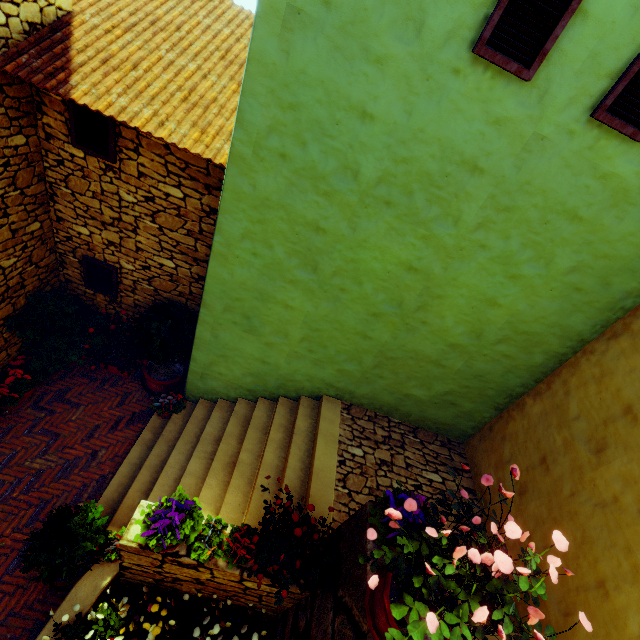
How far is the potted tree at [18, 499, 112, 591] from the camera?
3.4 meters

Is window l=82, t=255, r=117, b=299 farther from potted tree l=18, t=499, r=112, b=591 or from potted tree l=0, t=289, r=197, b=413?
potted tree l=18, t=499, r=112, b=591

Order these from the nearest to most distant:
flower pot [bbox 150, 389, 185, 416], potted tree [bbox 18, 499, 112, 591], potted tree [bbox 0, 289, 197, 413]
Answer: potted tree [bbox 18, 499, 112, 591] → potted tree [bbox 0, 289, 197, 413] → flower pot [bbox 150, 389, 185, 416]

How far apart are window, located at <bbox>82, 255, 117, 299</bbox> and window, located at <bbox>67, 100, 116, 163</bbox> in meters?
1.8 m

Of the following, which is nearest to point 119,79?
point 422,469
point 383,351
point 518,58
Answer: point 518,58

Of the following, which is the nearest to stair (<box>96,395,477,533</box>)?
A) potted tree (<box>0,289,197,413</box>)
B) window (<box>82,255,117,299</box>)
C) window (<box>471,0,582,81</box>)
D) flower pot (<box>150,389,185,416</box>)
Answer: flower pot (<box>150,389,185,416</box>)

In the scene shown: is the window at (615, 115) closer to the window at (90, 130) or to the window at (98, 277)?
the window at (90, 130)

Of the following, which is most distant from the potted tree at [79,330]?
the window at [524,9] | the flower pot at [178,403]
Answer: the window at [524,9]
